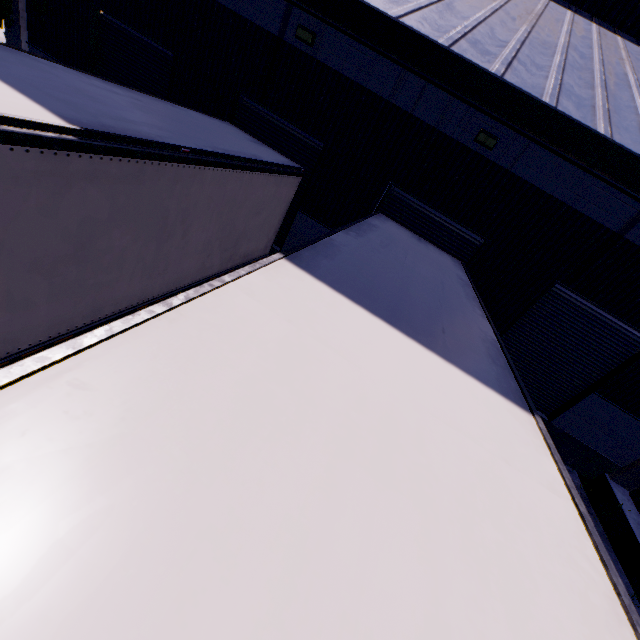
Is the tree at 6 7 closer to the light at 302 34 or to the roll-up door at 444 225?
the light at 302 34

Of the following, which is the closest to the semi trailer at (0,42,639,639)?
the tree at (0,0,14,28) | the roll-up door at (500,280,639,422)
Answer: the tree at (0,0,14,28)

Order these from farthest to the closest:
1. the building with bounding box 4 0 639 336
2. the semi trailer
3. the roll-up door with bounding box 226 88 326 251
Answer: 1. the roll-up door with bounding box 226 88 326 251
2. the building with bounding box 4 0 639 336
3. the semi trailer

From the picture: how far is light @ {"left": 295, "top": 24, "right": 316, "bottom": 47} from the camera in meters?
7.6 m

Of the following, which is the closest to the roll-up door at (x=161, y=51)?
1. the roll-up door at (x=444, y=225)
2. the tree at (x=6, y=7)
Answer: the tree at (x=6, y=7)

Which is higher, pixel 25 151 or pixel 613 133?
pixel 613 133

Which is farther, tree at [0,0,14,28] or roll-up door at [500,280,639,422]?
tree at [0,0,14,28]

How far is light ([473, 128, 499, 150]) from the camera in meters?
7.3 m
